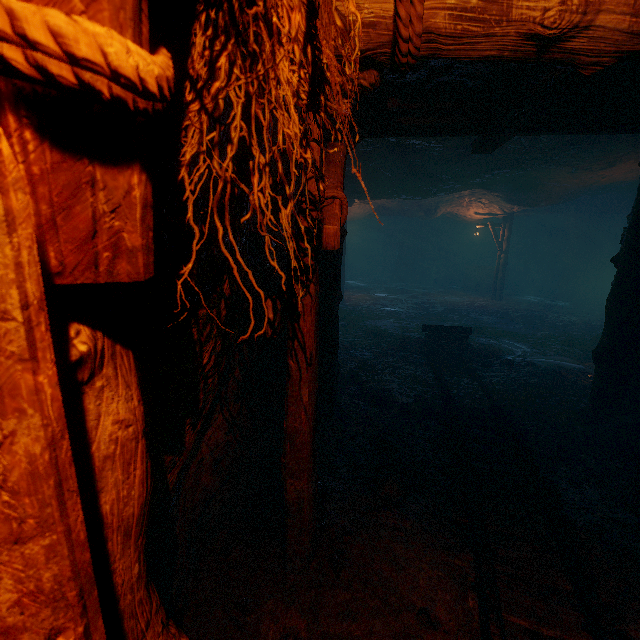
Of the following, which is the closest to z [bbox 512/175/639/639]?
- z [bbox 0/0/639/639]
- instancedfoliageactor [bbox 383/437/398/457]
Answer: z [bbox 0/0/639/639]

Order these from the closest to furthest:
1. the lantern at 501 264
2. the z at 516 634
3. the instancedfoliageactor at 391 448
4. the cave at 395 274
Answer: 1. the z at 516 634
2. the instancedfoliageactor at 391 448
3. the lantern at 501 264
4. the cave at 395 274

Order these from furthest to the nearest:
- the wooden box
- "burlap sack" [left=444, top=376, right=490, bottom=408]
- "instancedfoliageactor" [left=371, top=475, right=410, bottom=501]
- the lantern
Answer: the wooden box, the lantern, "burlap sack" [left=444, top=376, right=490, bottom=408], "instancedfoliageactor" [left=371, top=475, right=410, bottom=501]

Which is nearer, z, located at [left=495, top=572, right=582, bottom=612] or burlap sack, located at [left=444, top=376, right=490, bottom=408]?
z, located at [left=495, top=572, right=582, bottom=612]

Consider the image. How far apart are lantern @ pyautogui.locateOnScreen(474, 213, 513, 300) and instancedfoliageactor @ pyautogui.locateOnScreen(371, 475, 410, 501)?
17.1m

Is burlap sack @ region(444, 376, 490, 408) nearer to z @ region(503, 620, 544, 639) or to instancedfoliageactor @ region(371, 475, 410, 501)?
z @ region(503, 620, 544, 639)

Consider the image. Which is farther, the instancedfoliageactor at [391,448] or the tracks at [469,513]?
the instancedfoliageactor at [391,448]

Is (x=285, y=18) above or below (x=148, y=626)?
above
